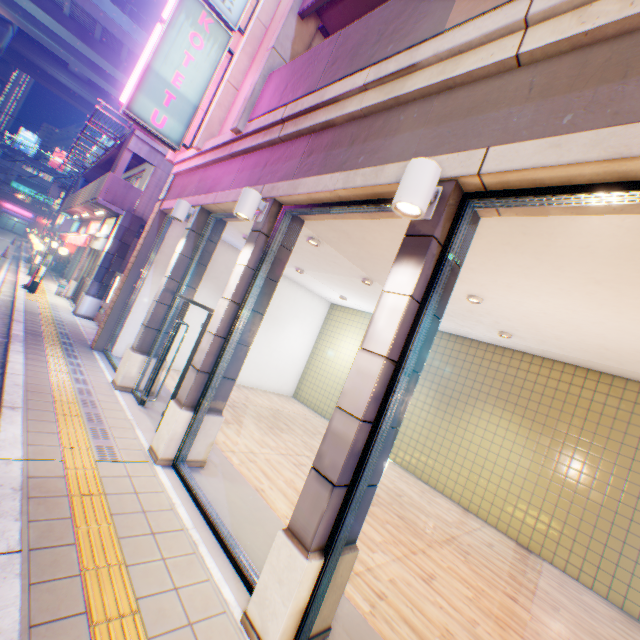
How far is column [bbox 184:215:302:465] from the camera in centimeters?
491cm

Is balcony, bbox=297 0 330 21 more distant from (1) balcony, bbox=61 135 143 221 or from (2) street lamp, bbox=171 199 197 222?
(1) balcony, bbox=61 135 143 221

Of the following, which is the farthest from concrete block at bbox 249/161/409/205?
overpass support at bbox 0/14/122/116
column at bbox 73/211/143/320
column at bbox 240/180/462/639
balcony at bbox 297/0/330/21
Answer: overpass support at bbox 0/14/122/116

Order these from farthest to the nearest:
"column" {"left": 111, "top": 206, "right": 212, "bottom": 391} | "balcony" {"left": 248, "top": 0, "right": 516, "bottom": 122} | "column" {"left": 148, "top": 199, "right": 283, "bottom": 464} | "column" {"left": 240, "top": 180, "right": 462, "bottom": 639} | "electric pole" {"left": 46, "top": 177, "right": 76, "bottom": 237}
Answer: "electric pole" {"left": 46, "top": 177, "right": 76, "bottom": 237} < "column" {"left": 111, "top": 206, "right": 212, "bottom": 391} < "column" {"left": 148, "top": 199, "right": 283, "bottom": 464} < "balcony" {"left": 248, "top": 0, "right": 516, "bottom": 122} < "column" {"left": 240, "top": 180, "right": 462, "bottom": 639}

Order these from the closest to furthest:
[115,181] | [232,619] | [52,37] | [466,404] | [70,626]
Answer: [70,626] → [232,619] → [466,404] → [115,181] → [52,37]

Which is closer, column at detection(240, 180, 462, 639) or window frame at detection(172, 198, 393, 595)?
column at detection(240, 180, 462, 639)

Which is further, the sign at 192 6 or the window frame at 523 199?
the sign at 192 6

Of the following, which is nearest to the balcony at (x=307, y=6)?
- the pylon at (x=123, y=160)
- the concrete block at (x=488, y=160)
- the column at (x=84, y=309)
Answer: the concrete block at (x=488, y=160)
